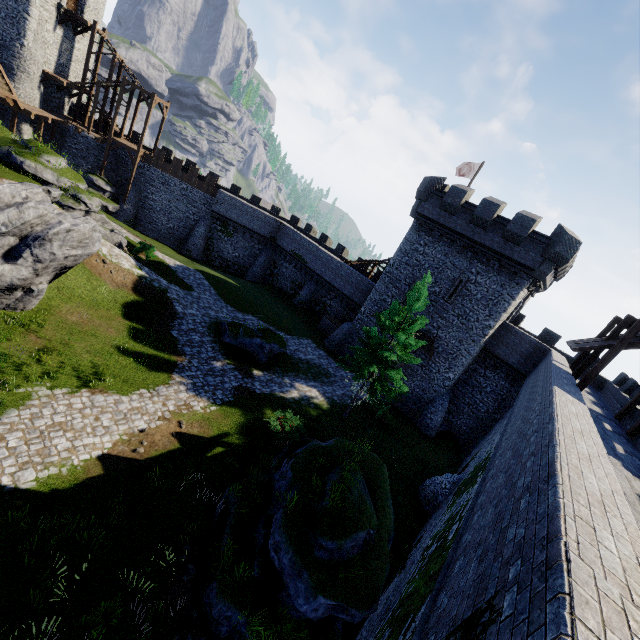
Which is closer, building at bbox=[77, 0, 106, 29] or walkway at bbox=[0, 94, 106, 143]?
walkway at bbox=[0, 94, 106, 143]

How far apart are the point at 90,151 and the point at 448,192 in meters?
37.3

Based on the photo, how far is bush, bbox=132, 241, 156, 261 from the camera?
26.8 meters

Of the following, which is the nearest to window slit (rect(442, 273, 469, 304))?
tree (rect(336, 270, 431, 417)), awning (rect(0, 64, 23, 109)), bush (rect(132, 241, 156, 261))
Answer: tree (rect(336, 270, 431, 417))

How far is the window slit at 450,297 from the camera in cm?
2417

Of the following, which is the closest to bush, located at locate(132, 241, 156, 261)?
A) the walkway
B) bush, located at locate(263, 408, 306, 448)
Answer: the walkway

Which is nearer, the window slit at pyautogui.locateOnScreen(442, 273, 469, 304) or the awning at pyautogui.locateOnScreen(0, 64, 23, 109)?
the awning at pyautogui.locateOnScreen(0, 64, 23, 109)

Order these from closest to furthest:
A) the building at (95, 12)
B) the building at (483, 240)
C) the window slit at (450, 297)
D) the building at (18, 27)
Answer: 1. the building at (483, 240)
2. the window slit at (450, 297)
3. the building at (18, 27)
4. the building at (95, 12)
